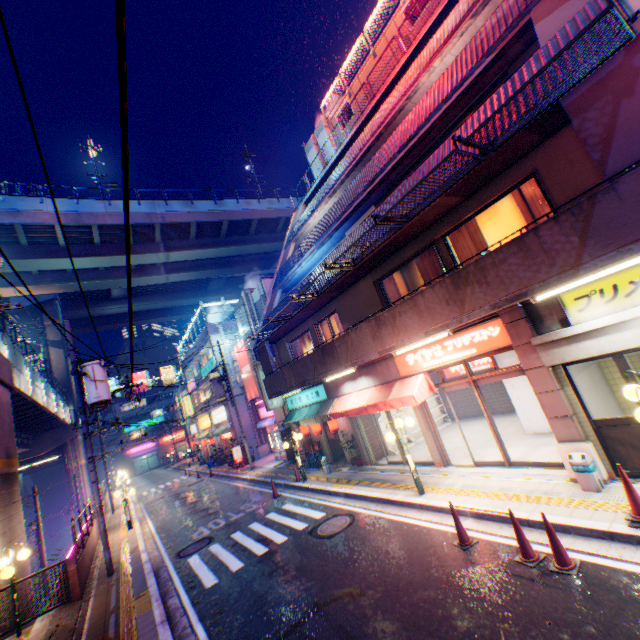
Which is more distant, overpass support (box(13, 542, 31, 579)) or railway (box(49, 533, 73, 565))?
railway (box(49, 533, 73, 565))

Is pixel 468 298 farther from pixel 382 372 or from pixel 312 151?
pixel 312 151

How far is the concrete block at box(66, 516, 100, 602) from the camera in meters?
10.1

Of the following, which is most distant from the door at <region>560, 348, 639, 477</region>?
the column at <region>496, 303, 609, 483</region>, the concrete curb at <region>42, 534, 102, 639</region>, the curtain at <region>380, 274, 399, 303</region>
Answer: the concrete curb at <region>42, 534, 102, 639</region>

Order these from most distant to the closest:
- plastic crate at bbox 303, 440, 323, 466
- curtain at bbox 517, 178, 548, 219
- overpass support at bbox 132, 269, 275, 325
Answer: overpass support at bbox 132, 269, 275, 325 < plastic crate at bbox 303, 440, 323, 466 < curtain at bbox 517, 178, 548, 219

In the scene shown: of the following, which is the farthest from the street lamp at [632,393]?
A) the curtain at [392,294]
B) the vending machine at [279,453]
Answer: the vending machine at [279,453]

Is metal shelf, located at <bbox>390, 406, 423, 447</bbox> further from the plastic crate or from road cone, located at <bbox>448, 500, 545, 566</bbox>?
road cone, located at <bbox>448, 500, 545, 566</bbox>

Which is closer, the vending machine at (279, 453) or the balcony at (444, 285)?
the balcony at (444, 285)
